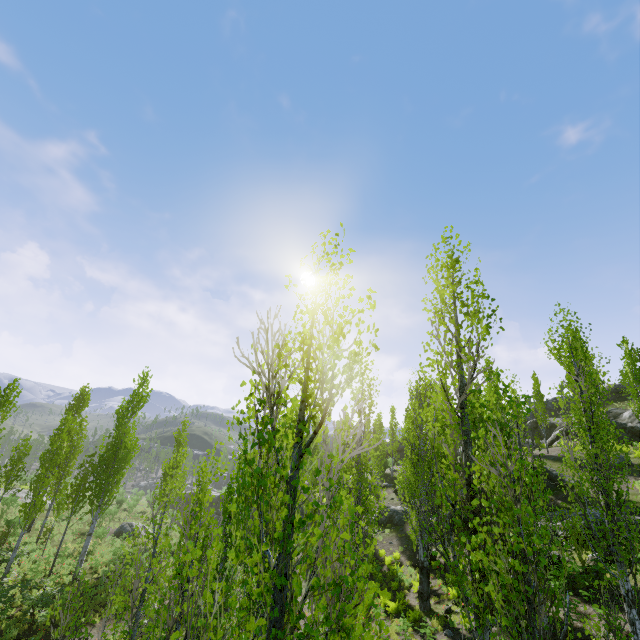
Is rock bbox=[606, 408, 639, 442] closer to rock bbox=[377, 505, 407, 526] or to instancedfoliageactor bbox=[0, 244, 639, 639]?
instancedfoliageactor bbox=[0, 244, 639, 639]

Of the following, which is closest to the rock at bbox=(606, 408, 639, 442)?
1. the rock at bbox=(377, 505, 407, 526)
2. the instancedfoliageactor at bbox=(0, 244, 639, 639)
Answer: the instancedfoliageactor at bbox=(0, 244, 639, 639)

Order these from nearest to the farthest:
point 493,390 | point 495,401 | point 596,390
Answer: point 493,390 < point 495,401 < point 596,390

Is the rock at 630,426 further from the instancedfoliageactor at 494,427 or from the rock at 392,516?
the rock at 392,516

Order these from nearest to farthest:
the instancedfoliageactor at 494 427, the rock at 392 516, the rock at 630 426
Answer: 1. the instancedfoliageactor at 494 427
2. the rock at 392 516
3. the rock at 630 426

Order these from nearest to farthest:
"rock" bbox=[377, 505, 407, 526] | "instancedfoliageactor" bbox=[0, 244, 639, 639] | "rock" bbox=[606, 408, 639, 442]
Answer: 1. "instancedfoliageactor" bbox=[0, 244, 639, 639]
2. "rock" bbox=[377, 505, 407, 526]
3. "rock" bbox=[606, 408, 639, 442]

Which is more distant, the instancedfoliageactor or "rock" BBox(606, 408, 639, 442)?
"rock" BBox(606, 408, 639, 442)
